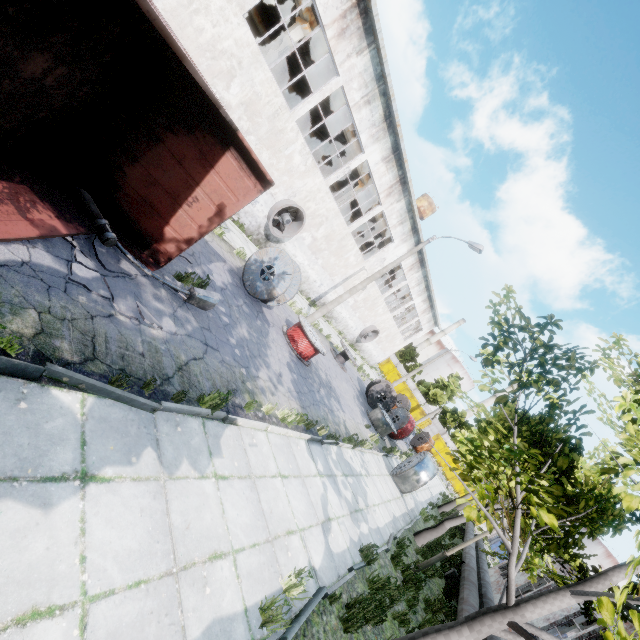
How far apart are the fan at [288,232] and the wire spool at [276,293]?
5.3 meters

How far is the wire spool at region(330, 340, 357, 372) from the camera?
20.81m

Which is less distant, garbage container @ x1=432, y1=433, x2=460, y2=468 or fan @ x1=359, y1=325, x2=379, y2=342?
fan @ x1=359, y1=325, x2=379, y2=342

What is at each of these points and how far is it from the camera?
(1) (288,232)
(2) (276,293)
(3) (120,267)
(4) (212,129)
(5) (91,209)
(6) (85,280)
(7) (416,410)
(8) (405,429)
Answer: (1) fan, 19.0m
(2) wire spool, 11.6m
(3) asphalt debris, 5.7m
(4) truck dump body, 5.7m
(5) lamp post, 5.6m
(6) asphalt debris, 4.8m
(7) garbage container, 49.9m
(8) wire spool, 21.0m

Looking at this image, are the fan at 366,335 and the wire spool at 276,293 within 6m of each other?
no

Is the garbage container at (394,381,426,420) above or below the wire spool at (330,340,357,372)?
above

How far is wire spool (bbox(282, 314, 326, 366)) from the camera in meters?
13.0

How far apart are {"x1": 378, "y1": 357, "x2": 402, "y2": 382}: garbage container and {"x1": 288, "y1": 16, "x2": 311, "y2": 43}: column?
46.0m
